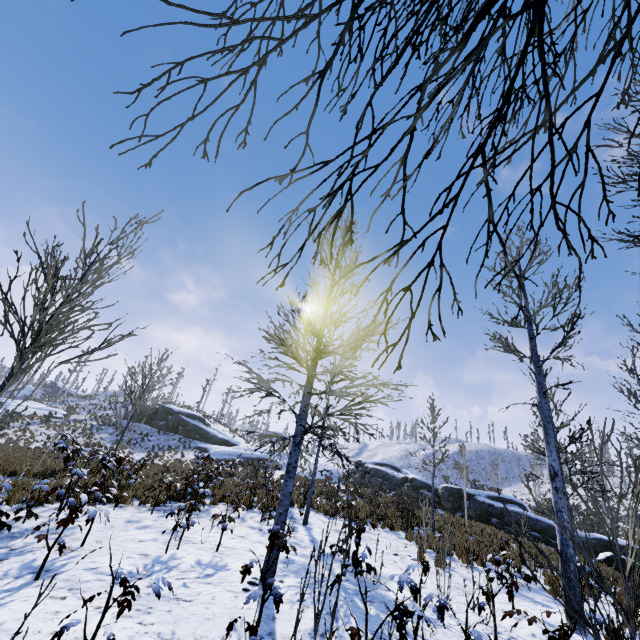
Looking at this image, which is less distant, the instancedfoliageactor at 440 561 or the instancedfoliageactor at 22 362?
the instancedfoliageactor at 440 561

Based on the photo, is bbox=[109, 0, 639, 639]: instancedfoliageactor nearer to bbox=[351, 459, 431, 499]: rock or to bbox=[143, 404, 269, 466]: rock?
bbox=[351, 459, 431, 499]: rock

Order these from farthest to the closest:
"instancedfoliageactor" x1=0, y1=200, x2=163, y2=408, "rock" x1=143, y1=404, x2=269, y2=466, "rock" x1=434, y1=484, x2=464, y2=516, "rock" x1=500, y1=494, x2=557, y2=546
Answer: "rock" x1=143, y1=404, x2=269, y2=466 < "rock" x1=434, y1=484, x2=464, y2=516 < "rock" x1=500, y1=494, x2=557, y2=546 < "instancedfoliageactor" x1=0, y1=200, x2=163, y2=408

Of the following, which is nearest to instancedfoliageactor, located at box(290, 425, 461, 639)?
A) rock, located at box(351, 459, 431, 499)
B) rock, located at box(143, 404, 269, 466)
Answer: rock, located at box(351, 459, 431, 499)

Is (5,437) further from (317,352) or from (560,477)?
(560,477)

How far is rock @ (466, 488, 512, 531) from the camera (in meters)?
21.38

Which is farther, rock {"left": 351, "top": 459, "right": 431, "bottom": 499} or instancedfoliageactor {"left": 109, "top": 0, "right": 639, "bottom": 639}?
rock {"left": 351, "top": 459, "right": 431, "bottom": 499}

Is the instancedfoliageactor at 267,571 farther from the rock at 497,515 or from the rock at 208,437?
the rock at 208,437
